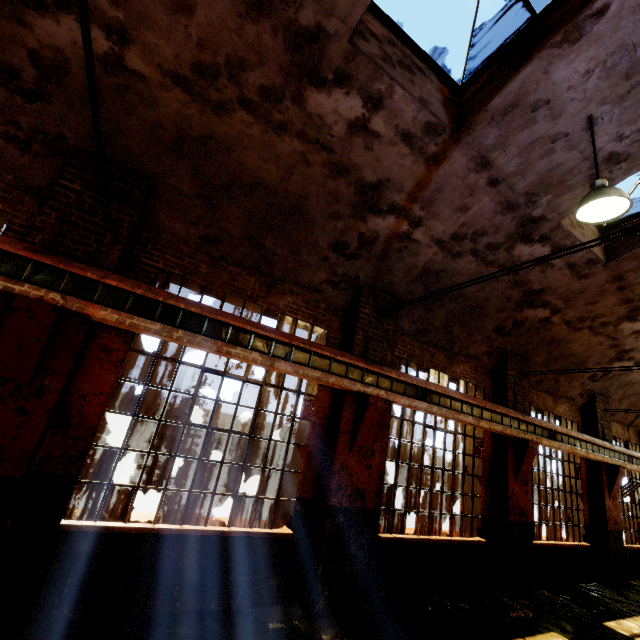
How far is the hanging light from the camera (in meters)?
3.87

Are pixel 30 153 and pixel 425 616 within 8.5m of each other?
no

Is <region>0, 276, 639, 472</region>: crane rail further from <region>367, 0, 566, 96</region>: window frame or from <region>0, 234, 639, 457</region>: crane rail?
<region>367, 0, 566, 96</region>: window frame

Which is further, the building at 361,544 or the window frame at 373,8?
the window frame at 373,8

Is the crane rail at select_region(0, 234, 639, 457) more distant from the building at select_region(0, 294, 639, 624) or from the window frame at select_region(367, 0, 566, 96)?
the window frame at select_region(367, 0, 566, 96)

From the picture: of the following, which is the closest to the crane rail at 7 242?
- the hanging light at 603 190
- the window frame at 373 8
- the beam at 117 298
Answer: the beam at 117 298

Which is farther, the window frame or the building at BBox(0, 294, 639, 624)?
the window frame

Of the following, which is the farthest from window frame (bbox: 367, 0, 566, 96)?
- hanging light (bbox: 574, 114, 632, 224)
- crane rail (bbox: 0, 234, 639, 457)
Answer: crane rail (bbox: 0, 234, 639, 457)
